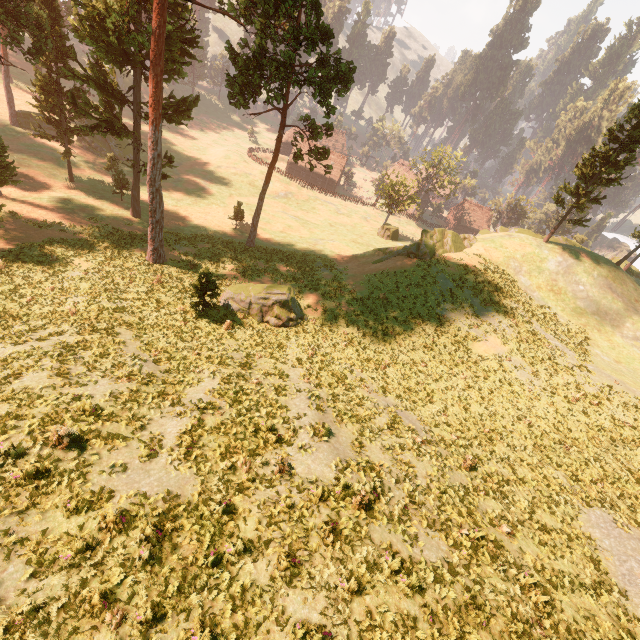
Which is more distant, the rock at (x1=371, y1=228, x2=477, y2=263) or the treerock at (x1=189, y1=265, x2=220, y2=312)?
the rock at (x1=371, y1=228, x2=477, y2=263)

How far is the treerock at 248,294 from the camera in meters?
23.6

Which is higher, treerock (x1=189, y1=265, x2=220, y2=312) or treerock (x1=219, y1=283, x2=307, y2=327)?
treerock (x1=189, y1=265, x2=220, y2=312)

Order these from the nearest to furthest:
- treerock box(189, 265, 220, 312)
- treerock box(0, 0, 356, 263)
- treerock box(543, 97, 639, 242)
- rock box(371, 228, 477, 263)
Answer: treerock box(189, 265, 220, 312)
treerock box(0, 0, 356, 263)
treerock box(543, 97, 639, 242)
rock box(371, 228, 477, 263)

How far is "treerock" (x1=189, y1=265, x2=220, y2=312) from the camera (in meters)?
20.14

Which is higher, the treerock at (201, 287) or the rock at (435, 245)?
the rock at (435, 245)

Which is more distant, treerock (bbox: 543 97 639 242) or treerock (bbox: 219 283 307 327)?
treerock (bbox: 543 97 639 242)

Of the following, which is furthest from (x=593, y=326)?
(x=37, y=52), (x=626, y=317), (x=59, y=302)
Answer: (x=37, y=52)
